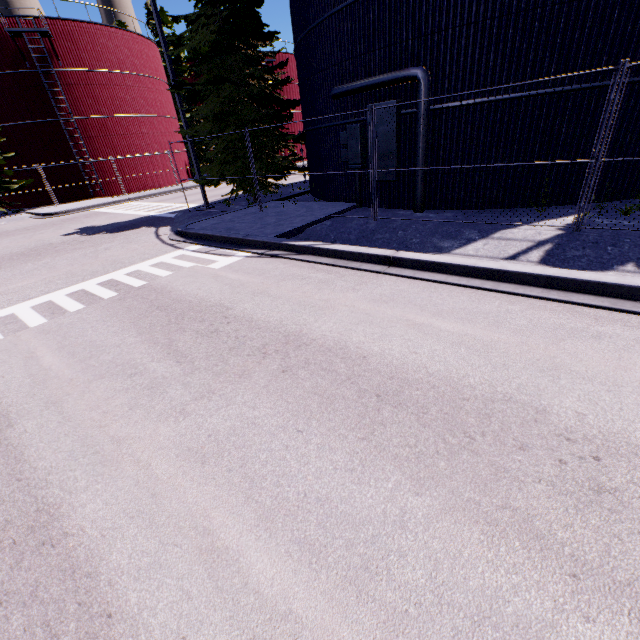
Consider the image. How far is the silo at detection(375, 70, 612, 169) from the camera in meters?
8.4

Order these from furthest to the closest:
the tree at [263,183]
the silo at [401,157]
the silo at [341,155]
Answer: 1. the tree at [263,183]
2. the silo at [341,155]
3. the silo at [401,157]

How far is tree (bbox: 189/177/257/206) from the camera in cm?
1435

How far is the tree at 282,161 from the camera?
14.1 meters

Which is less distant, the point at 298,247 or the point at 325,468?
the point at 325,468

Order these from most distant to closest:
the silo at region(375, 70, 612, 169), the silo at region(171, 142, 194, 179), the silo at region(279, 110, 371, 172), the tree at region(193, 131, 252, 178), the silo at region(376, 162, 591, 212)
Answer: the silo at region(171, 142, 194, 179), the tree at region(193, 131, 252, 178), the silo at region(279, 110, 371, 172), the silo at region(376, 162, 591, 212), the silo at region(375, 70, 612, 169)
